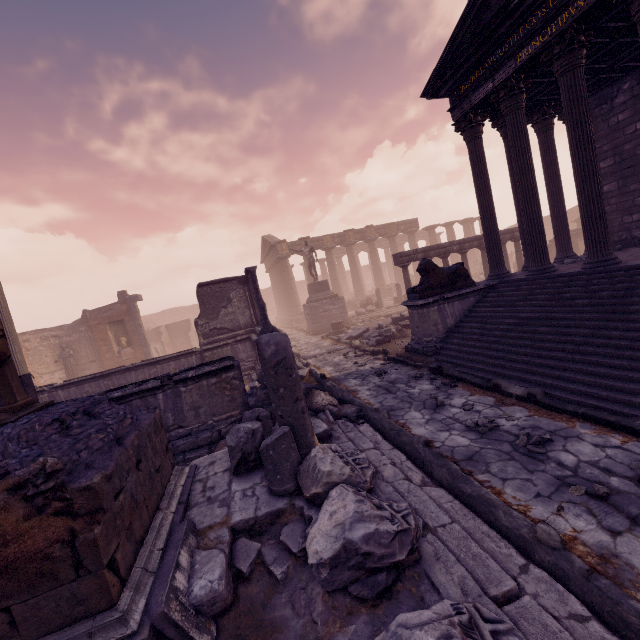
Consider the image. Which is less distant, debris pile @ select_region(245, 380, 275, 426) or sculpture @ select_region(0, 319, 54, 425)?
sculpture @ select_region(0, 319, 54, 425)

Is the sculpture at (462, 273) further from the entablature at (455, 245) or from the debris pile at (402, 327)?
the entablature at (455, 245)

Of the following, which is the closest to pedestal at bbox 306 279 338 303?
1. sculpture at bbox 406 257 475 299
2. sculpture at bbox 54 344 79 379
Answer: sculpture at bbox 406 257 475 299

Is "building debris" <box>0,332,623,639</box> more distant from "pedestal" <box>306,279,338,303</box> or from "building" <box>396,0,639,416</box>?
"pedestal" <box>306,279,338,303</box>

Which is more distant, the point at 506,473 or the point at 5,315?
the point at 5,315

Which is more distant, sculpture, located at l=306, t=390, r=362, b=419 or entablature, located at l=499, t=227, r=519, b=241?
entablature, located at l=499, t=227, r=519, b=241

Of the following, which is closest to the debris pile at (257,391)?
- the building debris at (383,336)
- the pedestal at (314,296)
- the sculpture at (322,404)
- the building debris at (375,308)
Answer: the sculpture at (322,404)

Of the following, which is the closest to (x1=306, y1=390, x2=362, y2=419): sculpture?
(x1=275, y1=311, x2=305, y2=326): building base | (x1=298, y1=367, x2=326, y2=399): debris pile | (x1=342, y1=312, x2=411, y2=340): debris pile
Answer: (x1=298, y1=367, x2=326, y2=399): debris pile
